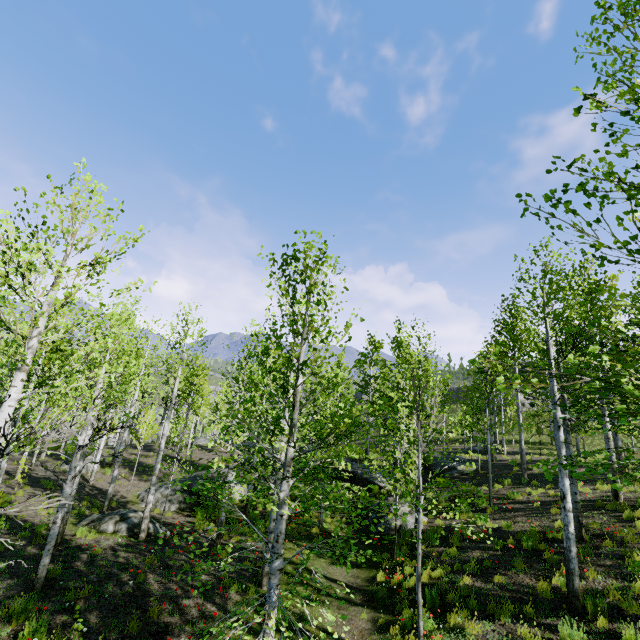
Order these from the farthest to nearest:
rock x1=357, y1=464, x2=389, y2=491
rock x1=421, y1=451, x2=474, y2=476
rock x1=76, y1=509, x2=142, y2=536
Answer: rock x1=421, y1=451, x2=474, y2=476 → rock x1=357, y1=464, x2=389, y2=491 → rock x1=76, y1=509, x2=142, y2=536

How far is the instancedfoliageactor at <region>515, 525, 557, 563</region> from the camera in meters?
9.2

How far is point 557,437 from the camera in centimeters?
831cm

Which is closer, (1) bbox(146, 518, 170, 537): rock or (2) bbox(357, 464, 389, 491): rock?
(1) bbox(146, 518, 170, 537): rock

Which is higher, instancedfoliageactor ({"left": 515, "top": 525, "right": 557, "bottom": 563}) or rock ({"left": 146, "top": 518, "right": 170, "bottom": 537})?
instancedfoliageactor ({"left": 515, "top": 525, "right": 557, "bottom": 563})

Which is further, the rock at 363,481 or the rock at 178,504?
the rock at 363,481

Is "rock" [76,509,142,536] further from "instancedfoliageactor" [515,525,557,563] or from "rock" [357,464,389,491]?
"instancedfoliageactor" [515,525,557,563]

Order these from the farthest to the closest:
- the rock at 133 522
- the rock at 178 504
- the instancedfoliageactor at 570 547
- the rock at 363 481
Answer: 1. the rock at 363 481
2. the rock at 178 504
3. the rock at 133 522
4. the instancedfoliageactor at 570 547
